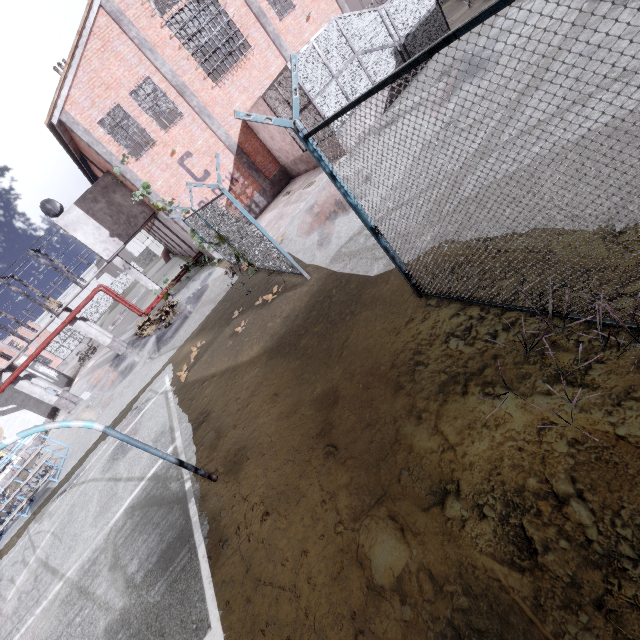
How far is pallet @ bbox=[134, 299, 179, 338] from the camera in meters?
17.4 m

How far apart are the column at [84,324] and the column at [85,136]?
8.4m

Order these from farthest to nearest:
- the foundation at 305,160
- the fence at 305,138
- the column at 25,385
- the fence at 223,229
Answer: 1. the column at 25,385
2. the foundation at 305,160
3. the fence at 223,229
4. the fence at 305,138

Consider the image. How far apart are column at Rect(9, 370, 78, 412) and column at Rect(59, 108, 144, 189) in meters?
12.5

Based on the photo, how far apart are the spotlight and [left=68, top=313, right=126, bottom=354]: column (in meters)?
5.14

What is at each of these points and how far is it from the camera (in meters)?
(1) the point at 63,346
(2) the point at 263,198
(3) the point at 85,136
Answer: (1) cage, 42.53
(2) foundation, 18.73
(3) column, 14.40

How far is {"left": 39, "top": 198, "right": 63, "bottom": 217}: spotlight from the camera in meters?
18.3 m

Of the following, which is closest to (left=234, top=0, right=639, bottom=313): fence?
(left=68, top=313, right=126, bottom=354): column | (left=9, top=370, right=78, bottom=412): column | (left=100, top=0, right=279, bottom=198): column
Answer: (left=9, top=370, right=78, bottom=412): column
